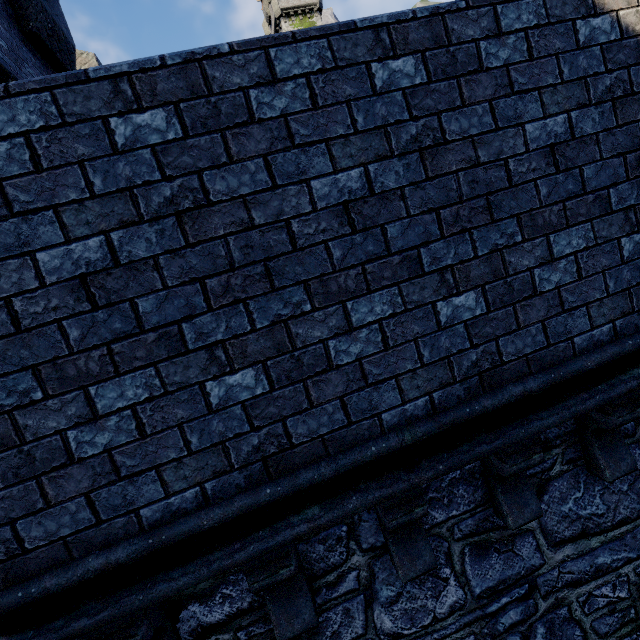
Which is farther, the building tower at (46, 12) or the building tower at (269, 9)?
the building tower at (269, 9)

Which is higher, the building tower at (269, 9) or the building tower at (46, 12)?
the building tower at (269, 9)

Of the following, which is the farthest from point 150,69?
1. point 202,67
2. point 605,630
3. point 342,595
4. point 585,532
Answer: point 605,630

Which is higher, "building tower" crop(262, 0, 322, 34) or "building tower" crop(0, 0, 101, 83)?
"building tower" crop(262, 0, 322, 34)

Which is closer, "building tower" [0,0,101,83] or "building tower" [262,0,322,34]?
"building tower" [0,0,101,83]
